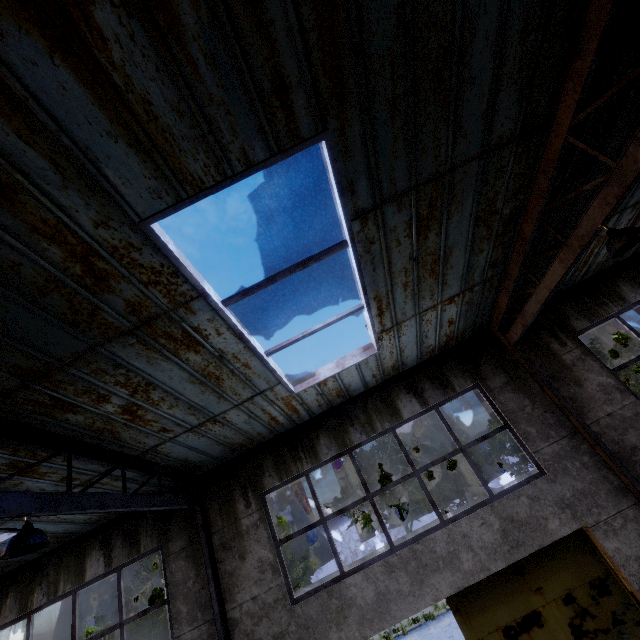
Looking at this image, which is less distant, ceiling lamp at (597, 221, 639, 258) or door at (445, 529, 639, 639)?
ceiling lamp at (597, 221, 639, 258)

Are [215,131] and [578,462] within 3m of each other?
no

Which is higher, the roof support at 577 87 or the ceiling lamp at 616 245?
the roof support at 577 87

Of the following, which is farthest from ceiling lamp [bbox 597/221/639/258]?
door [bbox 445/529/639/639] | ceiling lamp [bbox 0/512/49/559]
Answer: ceiling lamp [bbox 0/512/49/559]

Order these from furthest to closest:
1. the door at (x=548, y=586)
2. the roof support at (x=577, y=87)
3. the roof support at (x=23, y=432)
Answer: the door at (x=548, y=586) → the roof support at (x=23, y=432) → the roof support at (x=577, y=87)

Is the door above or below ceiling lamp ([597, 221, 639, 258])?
below

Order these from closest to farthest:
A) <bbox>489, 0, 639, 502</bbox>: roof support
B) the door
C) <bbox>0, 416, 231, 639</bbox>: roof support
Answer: <bbox>489, 0, 639, 502</bbox>: roof support < <bbox>0, 416, 231, 639</bbox>: roof support < the door

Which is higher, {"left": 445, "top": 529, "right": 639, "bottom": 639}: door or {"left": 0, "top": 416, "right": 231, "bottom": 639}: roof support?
{"left": 0, "top": 416, "right": 231, "bottom": 639}: roof support
